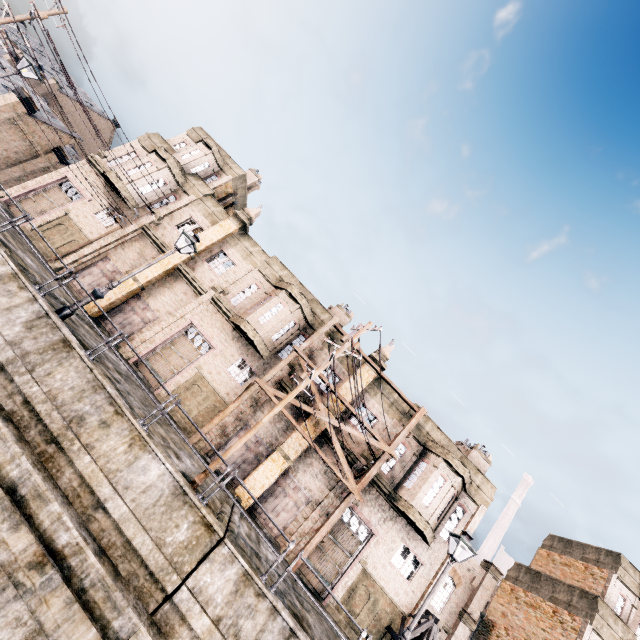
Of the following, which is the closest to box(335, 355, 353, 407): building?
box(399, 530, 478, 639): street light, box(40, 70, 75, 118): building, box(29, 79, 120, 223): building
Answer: box(399, 530, 478, 639): street light

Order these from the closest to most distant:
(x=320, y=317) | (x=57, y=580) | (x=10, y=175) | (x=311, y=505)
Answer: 1. (x=57, y=580)
2. (x=311, y=505)
3. (x=320, y=317)
4. (x=10, y=175)

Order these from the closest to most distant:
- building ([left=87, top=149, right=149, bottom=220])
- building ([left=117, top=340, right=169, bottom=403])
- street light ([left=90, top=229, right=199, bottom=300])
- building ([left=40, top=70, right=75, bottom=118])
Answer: street light ([left=90, top=229, right=199, bottom=300]) < building ([left=117, top=340, right=169, bottom=403]) < building ([left=87, top=149, right=149, bottom=220]) < building ([left=40, top=70, right=75, bottom=118])

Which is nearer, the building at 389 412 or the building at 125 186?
the building at 389 412

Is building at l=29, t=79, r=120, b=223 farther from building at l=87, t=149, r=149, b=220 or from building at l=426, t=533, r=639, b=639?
building at l=426, t=533, r=639, b=639

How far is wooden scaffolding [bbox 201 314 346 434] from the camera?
18.2m

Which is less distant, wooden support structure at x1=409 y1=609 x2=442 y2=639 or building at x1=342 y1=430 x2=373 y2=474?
wooden support structure at x1=409 y1=609 x2=442 y2=639
